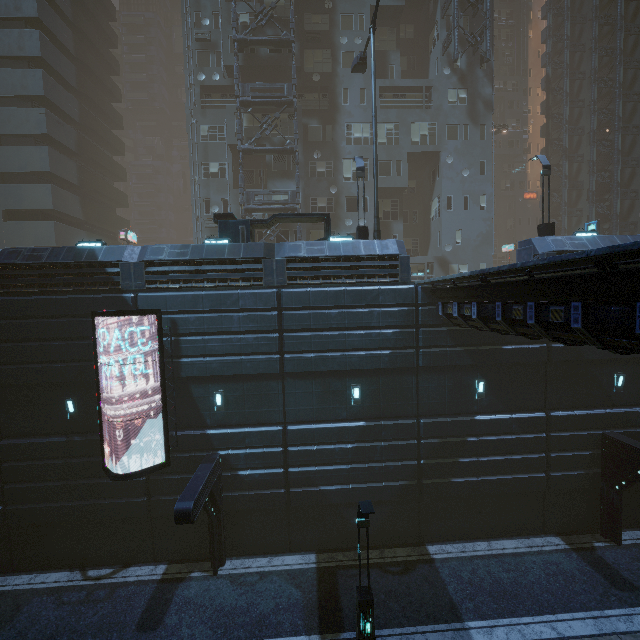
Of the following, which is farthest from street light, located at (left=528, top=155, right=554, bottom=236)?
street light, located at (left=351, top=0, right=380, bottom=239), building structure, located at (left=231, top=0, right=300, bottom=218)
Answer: building structure, located at (left=231, top=0, right=300, bottom=218)

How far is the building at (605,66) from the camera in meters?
33.1

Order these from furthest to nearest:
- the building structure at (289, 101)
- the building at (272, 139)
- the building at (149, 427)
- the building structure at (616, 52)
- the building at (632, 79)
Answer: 1. the building at (632, 79)
2. the building structure at (616, 52)
3. the building at (272, 139)
4. the building structure at (289, 101)
5. the building at (149, 427)

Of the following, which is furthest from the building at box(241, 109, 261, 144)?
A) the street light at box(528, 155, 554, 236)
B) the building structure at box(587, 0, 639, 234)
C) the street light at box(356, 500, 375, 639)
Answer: the street light at box(356, 500, 375, 639)

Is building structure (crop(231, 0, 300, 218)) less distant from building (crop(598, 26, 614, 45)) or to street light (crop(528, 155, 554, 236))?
building (crop(598, 26, 614, 45))

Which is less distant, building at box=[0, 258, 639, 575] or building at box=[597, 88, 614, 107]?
building at box=[0, 258, 639, 575]

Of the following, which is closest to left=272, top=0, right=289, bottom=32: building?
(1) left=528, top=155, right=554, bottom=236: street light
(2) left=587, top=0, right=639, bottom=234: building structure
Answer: (2) left=587, top=0, right=639, bottom=234: building structure

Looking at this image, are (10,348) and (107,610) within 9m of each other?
no
